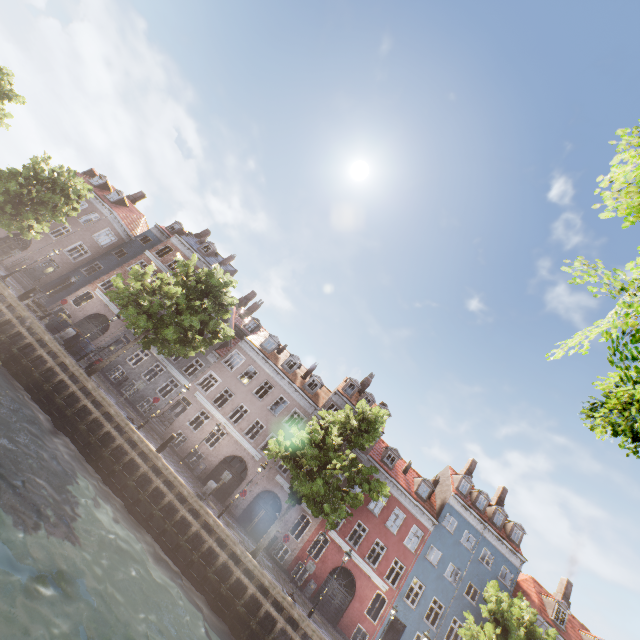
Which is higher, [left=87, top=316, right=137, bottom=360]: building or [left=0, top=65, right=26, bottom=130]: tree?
[left=0, top=65, right=26, bottom=130]: tree

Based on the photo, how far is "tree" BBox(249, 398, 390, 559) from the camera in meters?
16.7

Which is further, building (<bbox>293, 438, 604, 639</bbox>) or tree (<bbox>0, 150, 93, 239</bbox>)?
building (<bbox>293, 438, 604, 639</bbox>)

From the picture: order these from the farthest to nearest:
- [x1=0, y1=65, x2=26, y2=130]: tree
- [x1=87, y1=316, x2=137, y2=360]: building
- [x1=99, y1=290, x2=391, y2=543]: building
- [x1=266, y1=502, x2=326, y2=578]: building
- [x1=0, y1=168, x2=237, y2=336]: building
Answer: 1. [x1=0, y1=168, x2=237, y2=336]: building
2. [x1=87, y1=316, x2=137, y2=360]: building
3. [x1=0, y1=65, x2=26, y2=130]: tree
4. [x1=99, y1=290, x2=391, y2=543]: building
5. [x1=266, y1=502, x2=326, y2=578]: building

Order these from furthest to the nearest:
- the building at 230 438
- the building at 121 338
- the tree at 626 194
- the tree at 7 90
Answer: the building at 121 338
the tree at 7 90
the building at 230 438
the tree at 626 194

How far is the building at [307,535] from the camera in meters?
24.4

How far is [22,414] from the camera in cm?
1438
